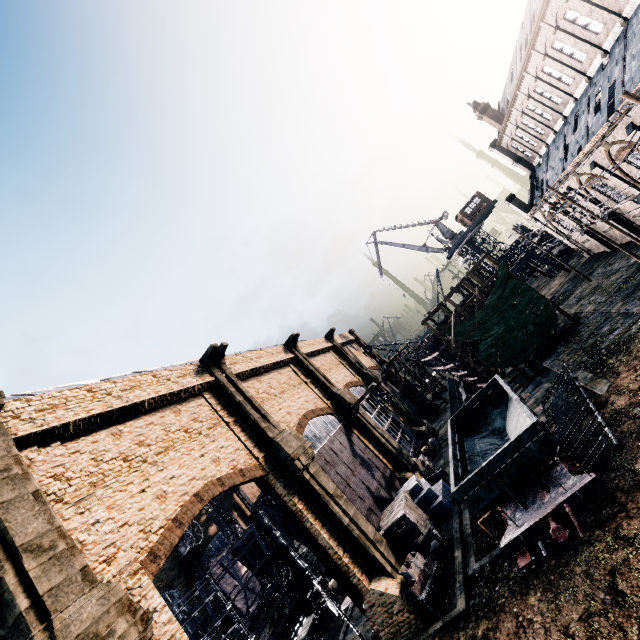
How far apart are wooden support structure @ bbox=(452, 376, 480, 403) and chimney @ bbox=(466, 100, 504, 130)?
35.7m

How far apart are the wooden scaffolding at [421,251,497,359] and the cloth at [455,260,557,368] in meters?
0.0 m

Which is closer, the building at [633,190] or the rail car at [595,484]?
the rail car at [595,484]

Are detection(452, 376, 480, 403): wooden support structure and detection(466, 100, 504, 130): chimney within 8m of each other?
no

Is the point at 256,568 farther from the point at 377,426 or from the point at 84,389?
the point at 84,389

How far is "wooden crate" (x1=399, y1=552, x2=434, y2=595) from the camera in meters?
15.9

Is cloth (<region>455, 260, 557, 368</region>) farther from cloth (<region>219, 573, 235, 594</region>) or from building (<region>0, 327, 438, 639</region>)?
cloth (<region>219, 573, 235, 594</region>)

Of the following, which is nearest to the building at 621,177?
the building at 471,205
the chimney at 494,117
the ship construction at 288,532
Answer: the chimney at 494,117
